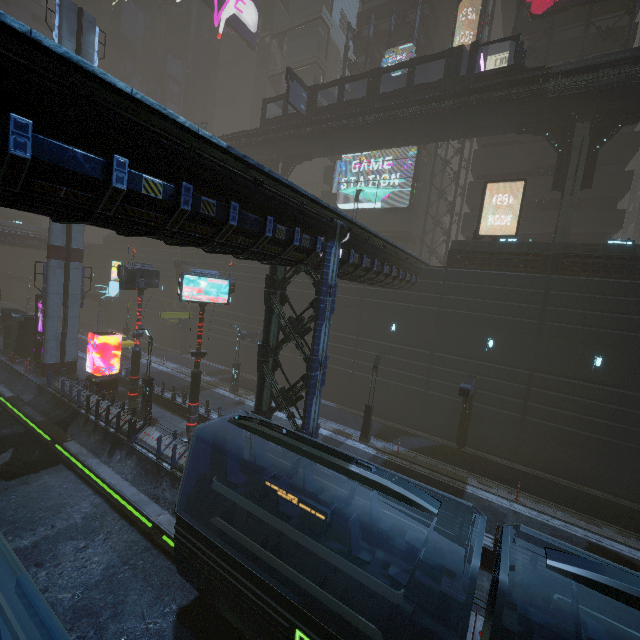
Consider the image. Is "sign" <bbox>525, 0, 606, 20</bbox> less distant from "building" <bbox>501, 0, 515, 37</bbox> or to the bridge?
"building" <bbox>501, 0, 515, 37</bbox>

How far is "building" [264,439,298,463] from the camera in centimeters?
1344cm

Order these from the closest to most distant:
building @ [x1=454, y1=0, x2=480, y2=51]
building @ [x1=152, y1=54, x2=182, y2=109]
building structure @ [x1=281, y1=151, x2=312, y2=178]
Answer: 1. building @ [x1=454, y1=0, x2=480, y2=51]
2. building structure @ [x1=281, y1=151, x2=312, y2=178]
3. building @ [x1=152, y1=54, x2=182, y2=109]

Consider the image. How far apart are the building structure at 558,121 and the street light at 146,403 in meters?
28.5

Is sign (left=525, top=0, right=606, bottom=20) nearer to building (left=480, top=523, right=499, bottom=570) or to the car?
building (left=480, top=523, right=499, bottom=570)

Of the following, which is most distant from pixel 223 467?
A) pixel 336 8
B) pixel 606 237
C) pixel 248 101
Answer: pixel 336 8

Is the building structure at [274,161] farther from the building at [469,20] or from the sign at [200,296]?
the sign at [200,296]
